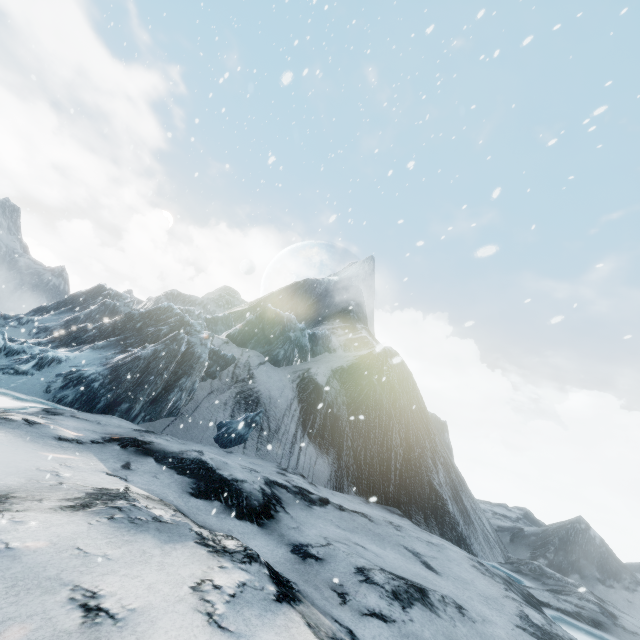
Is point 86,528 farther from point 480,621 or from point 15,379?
point 15,379
